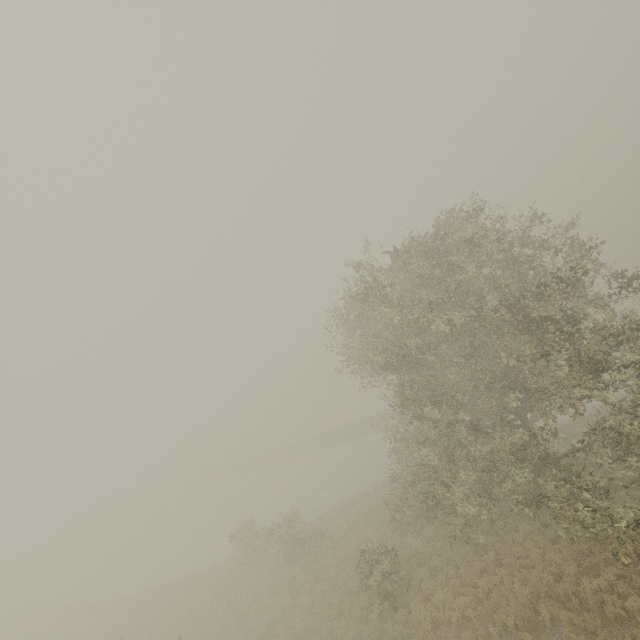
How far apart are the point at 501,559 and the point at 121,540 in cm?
6606
